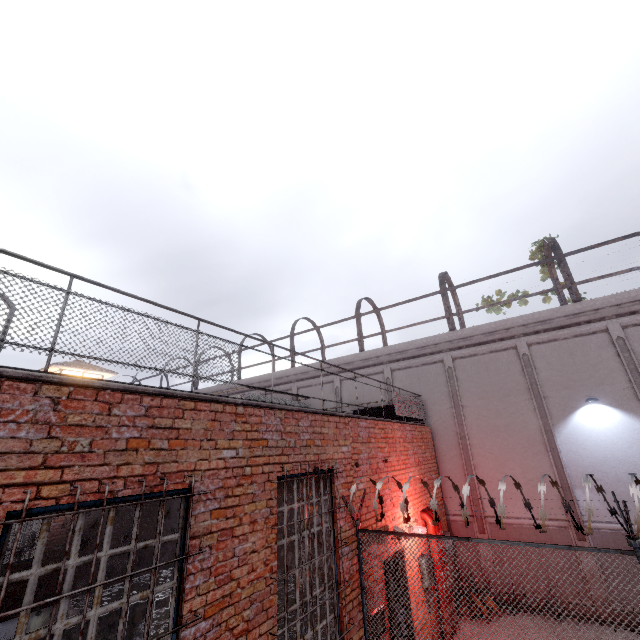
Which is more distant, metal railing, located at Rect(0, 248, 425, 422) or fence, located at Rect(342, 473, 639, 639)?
fence, located at Rect(342, 473, 639, 639)

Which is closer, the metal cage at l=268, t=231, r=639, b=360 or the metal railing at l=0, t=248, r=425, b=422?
the metal railing at l=0, t=248, r=425, b=422

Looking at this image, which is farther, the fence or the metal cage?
the metal cage

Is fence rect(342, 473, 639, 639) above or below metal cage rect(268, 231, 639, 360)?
below

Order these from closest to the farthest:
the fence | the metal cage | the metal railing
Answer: the metal railing < the fence < the metal cage

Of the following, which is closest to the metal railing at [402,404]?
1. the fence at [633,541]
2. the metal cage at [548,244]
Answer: the fence at [633,541]

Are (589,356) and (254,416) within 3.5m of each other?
no

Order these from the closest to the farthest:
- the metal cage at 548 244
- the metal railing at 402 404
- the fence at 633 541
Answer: the metal railing at 402 404 → the fence at 633 541 → the metal cage at 548 244
